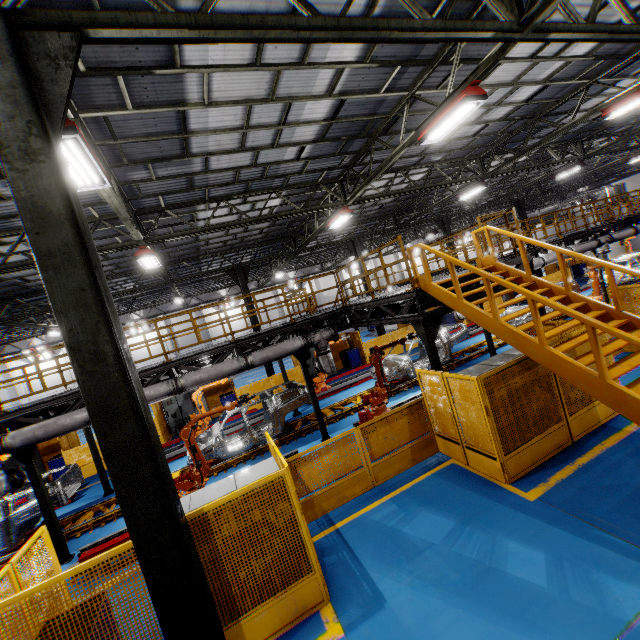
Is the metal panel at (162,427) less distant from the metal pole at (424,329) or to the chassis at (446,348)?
the metal pole at (424,329)

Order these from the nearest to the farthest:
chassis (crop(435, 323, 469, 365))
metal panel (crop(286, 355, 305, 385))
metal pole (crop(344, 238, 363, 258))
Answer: chassis (crop(435, 323, 469, 365)), metal panel (crop(286, 355, 305, 385)), metal pole (crop(344, 238, 363, 258))

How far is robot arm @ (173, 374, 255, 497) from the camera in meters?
8.4 m

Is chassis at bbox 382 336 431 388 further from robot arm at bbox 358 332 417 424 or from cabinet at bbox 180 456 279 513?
cabinet at bbox 180 456 279 513

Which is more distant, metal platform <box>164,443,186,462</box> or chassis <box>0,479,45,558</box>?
metal platform <box>164,443,186,462</box>

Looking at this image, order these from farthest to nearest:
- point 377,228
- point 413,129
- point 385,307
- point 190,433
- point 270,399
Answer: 1. point 377,228
2. point 270,399
3. point 413,129
4. point 385,307
5. point 190,433

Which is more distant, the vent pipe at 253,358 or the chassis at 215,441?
the chassis at 215,441

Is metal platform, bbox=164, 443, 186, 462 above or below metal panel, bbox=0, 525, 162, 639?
below
